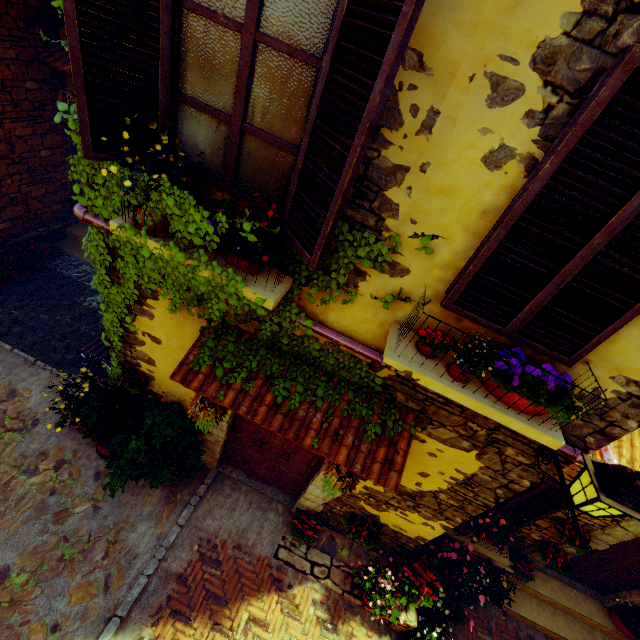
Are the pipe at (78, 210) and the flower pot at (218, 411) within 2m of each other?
yes

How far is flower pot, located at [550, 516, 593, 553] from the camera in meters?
5.1 m

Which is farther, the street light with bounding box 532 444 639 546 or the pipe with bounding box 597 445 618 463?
the pipe with bounding box 597 445 618 463

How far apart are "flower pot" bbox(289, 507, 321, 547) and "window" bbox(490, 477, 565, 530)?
1.89m

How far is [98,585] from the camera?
4.2m

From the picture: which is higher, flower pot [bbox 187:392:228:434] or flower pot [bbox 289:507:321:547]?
flower pot [bbox 187:392:228:434]

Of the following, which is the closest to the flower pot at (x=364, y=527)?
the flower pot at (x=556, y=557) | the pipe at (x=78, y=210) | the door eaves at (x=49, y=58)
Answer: the flower pot at (x=556, y=557)

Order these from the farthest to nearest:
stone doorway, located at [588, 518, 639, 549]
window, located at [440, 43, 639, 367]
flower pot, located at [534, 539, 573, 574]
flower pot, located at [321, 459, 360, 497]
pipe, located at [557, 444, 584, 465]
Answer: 1. flower pot, located at [534, 539, 573, 574]
2. stone doorway, located at [588, 518, 639, 549]
3. flower pot, located at [321, 459, 360, 497]
4. pipe, located at [557, 444, 584, 465]
5. window, located at [440, 43, 639, 367]
